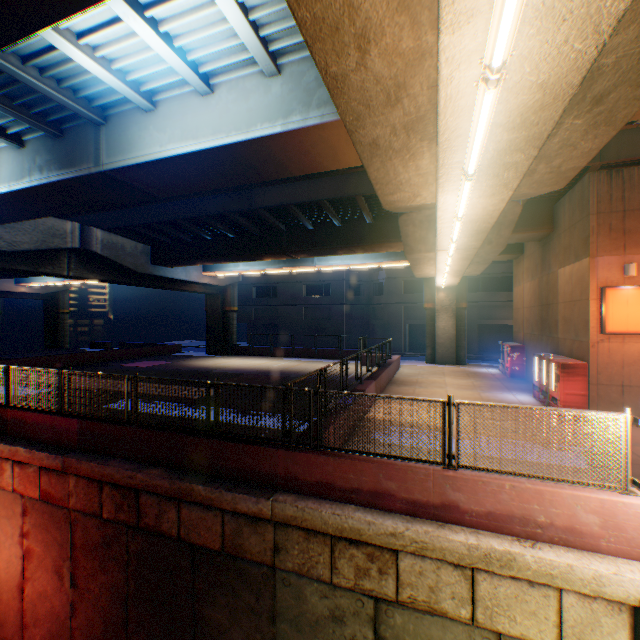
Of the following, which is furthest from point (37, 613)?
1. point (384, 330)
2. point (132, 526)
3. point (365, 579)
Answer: point (384, 330)
